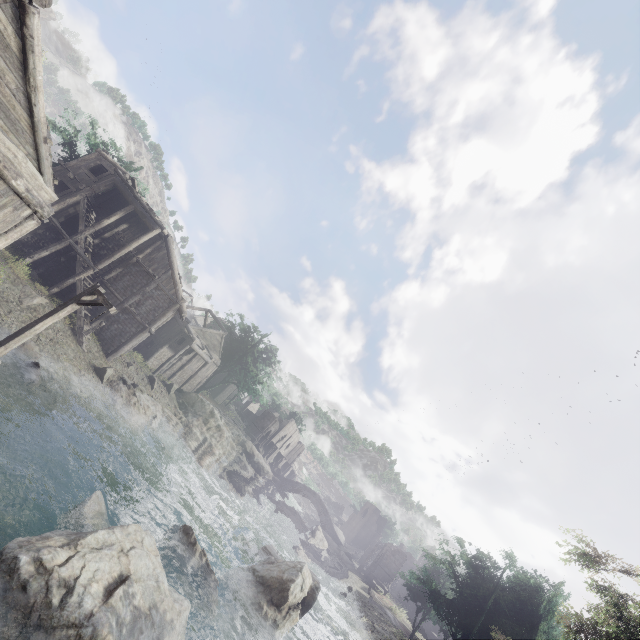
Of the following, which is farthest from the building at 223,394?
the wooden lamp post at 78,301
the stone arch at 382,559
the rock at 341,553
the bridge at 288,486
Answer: the rock at 341,553

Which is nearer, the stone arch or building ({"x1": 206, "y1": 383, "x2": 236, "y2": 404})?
the stone arch

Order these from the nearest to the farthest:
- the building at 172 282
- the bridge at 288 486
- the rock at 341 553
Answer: the building at 172 282
the rock at 341 553
the bridge at 288 486

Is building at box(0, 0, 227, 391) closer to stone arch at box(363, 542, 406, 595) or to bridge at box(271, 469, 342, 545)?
stone arch at box(363, 542, 406, 595)

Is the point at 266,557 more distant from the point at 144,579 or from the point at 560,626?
the point at 560,626

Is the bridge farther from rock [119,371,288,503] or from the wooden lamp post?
the wooden lamp post

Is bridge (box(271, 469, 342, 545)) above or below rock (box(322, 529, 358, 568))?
above

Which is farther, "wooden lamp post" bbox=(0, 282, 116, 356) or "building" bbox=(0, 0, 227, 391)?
"wooden lamp post" bbox=(0, 282, 116, 356)
